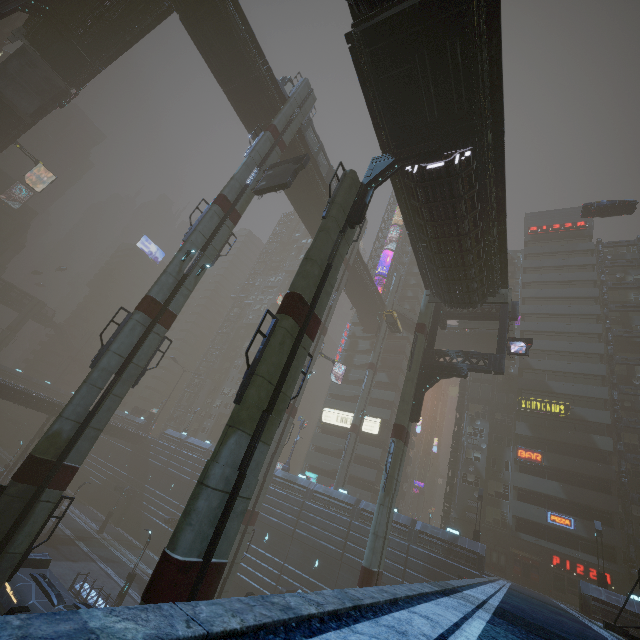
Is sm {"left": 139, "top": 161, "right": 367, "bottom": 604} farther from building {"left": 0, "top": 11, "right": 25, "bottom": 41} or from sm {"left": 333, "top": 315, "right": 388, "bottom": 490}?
sm {"left": 333, "top": 315, "right": 388, "bottom": 490}

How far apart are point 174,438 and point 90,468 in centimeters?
1835cm

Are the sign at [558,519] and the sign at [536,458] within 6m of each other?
yes

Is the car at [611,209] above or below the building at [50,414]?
above

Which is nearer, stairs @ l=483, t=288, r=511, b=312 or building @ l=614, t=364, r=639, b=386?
stairs @ l=483, t=288, r=511, b=312

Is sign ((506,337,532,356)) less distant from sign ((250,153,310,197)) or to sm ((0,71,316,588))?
sm ((0,71,316,588))

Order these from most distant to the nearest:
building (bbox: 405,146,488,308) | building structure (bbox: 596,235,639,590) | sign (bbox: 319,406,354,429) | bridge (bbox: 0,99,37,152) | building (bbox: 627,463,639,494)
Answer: sign (bbox: 319,406,354,429)
bridge (bbox: 0,99,37,152)
building (bbox: 627,463,639,494)
building structure (bbox: 596,235,639,590)
building (bbox: 405,146,488,308)

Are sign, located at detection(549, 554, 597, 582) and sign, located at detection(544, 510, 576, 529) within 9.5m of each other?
yes
